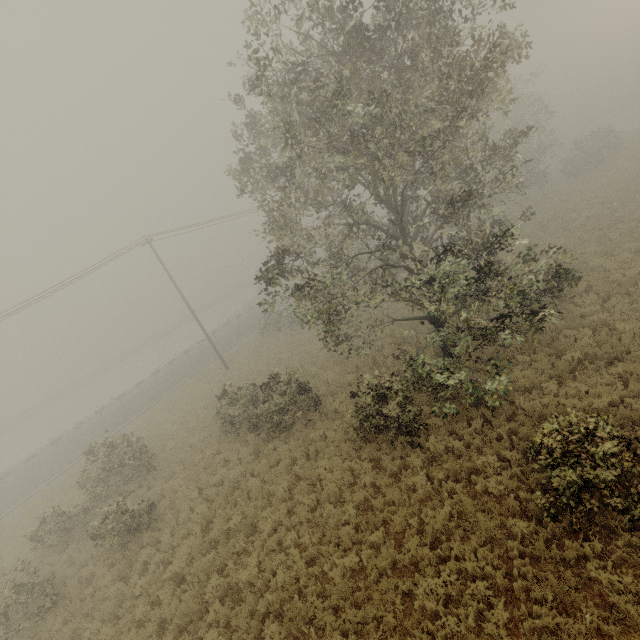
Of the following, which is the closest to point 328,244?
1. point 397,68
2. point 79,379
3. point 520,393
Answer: point 397,68
